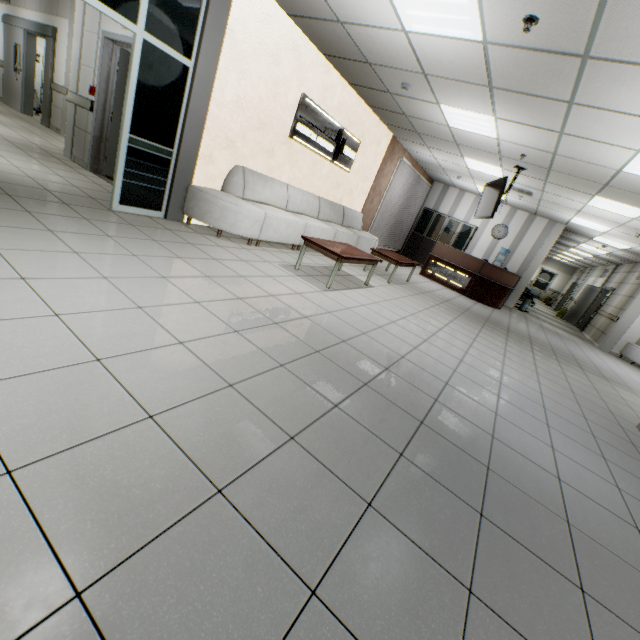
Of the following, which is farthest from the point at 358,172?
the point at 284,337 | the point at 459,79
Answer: the point at 284,337

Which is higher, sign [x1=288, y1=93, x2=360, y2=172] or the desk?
sign [x1=288, y1=93, x2=360, y2=172]

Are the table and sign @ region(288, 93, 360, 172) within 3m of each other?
yes

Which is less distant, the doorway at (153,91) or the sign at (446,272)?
the doorway at (153,91)

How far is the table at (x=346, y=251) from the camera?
4.7m

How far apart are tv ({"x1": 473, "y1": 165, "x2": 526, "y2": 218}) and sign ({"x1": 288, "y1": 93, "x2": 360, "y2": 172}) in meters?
3.2 m

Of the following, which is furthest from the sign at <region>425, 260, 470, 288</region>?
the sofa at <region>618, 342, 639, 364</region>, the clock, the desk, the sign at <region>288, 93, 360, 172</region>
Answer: the sofa at <region>618, 342, 639, 364</region>

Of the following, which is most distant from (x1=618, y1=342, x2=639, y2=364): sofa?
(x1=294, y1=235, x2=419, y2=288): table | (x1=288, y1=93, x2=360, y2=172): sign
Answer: (x1=288, y1=93, x2=360, y2=172): sign
